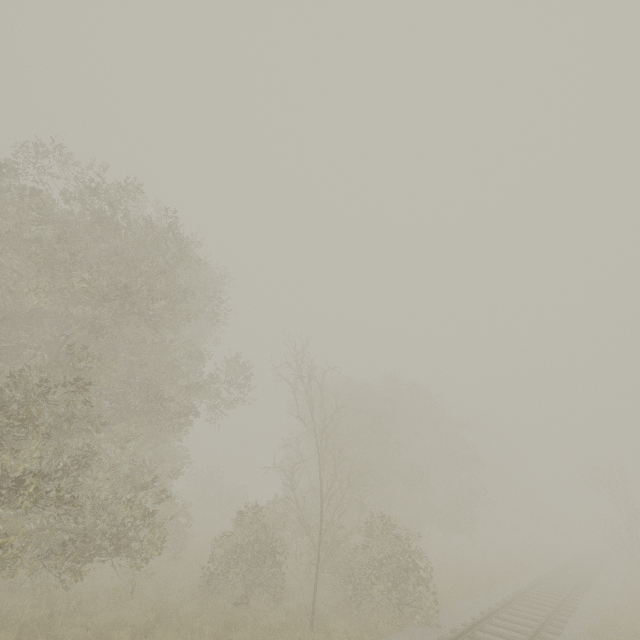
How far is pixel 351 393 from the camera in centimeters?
2550cm

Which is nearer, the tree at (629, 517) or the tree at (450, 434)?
the tree at (450, 434)

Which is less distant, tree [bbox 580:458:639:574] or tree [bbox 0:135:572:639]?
tree [bbox 0:135:572:639]
